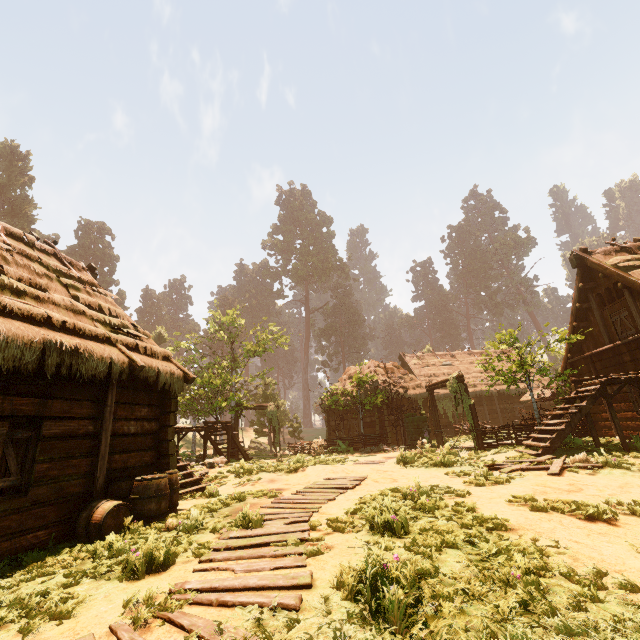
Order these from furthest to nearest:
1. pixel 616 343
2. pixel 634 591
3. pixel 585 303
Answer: pixel 585 303
pixel 616 343
pixel 634 591

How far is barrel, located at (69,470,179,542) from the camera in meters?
5.7 m

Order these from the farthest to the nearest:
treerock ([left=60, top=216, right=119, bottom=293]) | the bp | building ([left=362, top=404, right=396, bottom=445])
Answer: treerock ([left=60, top=216, right=119, bottom=293])
building ([left=362, top=404, right=396, bottom=445])
the bp

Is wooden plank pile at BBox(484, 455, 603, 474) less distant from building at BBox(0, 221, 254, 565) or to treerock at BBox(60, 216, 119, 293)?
building at BBox(0, 221, 254, 565)

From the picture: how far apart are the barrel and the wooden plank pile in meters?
8.3 m

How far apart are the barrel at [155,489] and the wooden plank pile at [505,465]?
8.3 meters

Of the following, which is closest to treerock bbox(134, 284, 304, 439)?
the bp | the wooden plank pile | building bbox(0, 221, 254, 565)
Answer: building bbox(0, 221, 254, 565)

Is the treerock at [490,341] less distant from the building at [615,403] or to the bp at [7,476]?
the building at [615,403]
